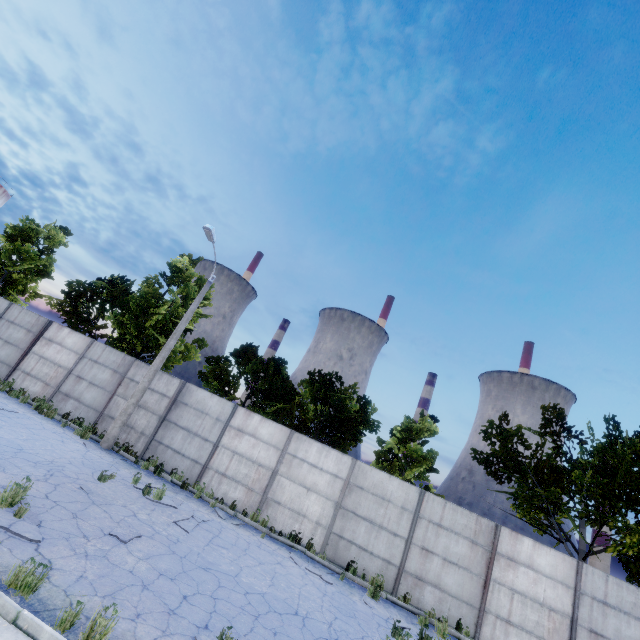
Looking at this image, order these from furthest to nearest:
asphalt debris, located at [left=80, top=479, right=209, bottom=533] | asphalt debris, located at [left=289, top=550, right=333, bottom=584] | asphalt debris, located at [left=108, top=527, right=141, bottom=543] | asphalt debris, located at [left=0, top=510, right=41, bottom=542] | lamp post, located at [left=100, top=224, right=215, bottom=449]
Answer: lamp post, located at [left=100, top=224, right=215, bottom=449]
asphalt debris, located at [left=289, top=550, right=333, bottom=584]
asphalt debris, located at [left=80, top=479, right=209, bottom=533]
asphalt debris, located at [left=108, top=527, right=141, bottom=543]
asphalt debris, located at [left=0, top=510, right=41, bottom=542]

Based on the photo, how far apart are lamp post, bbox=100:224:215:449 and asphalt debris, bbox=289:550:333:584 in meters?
8.5 m

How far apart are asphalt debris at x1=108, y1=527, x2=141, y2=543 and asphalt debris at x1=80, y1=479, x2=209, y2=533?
1.38m

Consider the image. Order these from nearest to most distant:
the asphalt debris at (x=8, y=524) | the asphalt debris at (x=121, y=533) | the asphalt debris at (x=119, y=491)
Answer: the asphalt debris at (x=8, y=524) → the asphalt debris at (x=121, y=533) → the asphalt debris at (x=119, y=491)

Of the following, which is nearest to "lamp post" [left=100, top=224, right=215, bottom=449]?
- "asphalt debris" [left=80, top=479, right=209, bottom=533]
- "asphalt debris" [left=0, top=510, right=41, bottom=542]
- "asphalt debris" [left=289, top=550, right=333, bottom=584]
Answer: "asphalt debris" [left=80, top=479, right=209, bottom=533]

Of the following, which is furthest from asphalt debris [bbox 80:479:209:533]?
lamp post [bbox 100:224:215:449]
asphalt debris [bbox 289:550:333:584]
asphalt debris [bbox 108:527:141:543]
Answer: lamp post [bbox 100:224:215:449]

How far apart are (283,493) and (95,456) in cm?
724

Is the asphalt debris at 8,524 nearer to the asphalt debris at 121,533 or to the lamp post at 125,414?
the asphalt debris at 121,533
